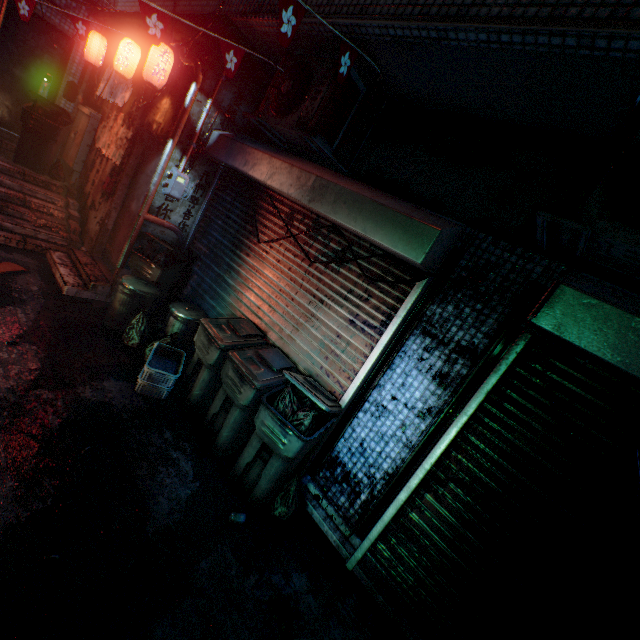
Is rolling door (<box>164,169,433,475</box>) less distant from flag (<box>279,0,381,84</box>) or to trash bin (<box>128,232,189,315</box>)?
trash bin (<box>128,232,189,315</box>)

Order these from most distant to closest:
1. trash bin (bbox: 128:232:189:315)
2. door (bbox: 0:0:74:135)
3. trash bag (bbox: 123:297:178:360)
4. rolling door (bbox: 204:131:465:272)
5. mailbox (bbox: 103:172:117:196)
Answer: door (bbox: 0:0:74:135) → mailbox (bbox: 103:172:117:196) → trash bin (bbox: 128:232:189:315) → trash bag (bbox: 123:297:178:360) → rolling door (bbox: 204:131:465:272)

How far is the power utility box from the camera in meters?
4.1 m

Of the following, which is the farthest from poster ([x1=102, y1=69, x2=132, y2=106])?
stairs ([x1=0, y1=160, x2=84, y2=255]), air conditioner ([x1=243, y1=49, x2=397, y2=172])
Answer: air conditioner ([x1=243, y1=49, x2=397, y2=172])

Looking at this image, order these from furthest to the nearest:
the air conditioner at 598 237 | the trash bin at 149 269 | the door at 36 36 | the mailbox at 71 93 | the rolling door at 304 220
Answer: the mailbox at 71 93
the door at 36 36
the trash bin at 149 269
the rolling door at 304 220
the air conditioner at 598 237

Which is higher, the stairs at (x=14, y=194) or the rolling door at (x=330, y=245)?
the rolling door at (x=330, y=245)

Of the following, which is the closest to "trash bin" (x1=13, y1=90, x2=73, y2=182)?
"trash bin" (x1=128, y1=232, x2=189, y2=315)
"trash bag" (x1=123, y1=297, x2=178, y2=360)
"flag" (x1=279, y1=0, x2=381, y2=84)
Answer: "trash bin" (x1=128, y1=232, x2=189, y2=315)

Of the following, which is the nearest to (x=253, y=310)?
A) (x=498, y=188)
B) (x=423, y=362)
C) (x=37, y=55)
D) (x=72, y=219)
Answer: (x=423, y=362)
